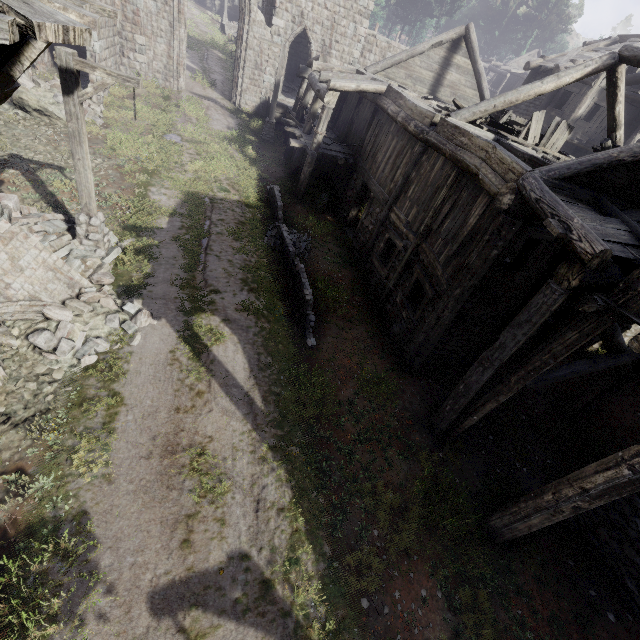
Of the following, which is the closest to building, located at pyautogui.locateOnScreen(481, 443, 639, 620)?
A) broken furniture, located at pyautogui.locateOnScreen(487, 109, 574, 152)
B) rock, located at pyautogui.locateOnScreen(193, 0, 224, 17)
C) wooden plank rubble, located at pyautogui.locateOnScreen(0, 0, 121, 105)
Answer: wooden plank rubble, located at pyautogui.locateOnScreen(0, 0, 121, 105)

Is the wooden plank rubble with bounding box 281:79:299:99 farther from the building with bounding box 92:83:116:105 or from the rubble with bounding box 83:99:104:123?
the rubble with bounding box 83:99:104:123

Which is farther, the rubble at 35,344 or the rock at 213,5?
the rock at 213,5

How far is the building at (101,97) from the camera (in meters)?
15.62

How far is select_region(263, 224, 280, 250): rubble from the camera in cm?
1245

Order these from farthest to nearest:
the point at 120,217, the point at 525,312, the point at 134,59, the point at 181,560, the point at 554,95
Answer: the point at 554,95
the point at 134,59
the point at 120,217
the point at 525,312
the point at 181,560

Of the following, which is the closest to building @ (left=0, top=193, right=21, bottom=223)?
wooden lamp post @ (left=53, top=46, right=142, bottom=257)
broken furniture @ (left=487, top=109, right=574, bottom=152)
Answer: broken furniture @ (left=487, top=109, right=574, bottom=152)

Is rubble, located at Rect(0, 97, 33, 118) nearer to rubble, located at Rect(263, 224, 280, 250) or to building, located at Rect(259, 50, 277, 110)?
building, located at Rect(259, 50, 277, 110)
